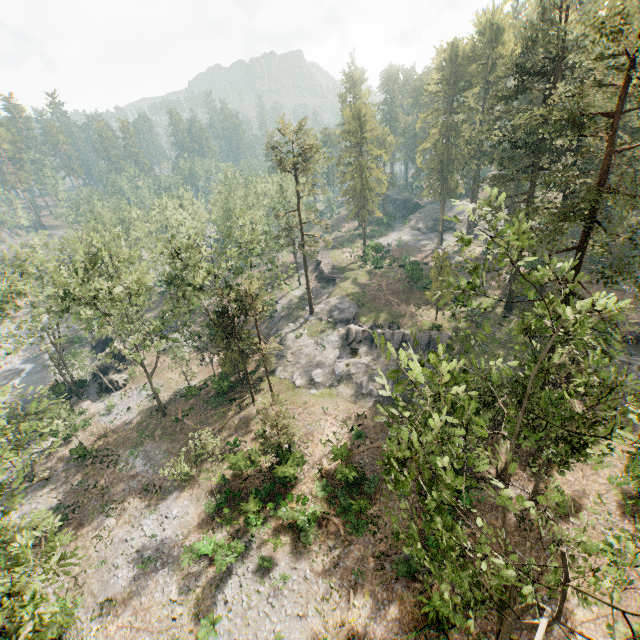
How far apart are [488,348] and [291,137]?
32.1m

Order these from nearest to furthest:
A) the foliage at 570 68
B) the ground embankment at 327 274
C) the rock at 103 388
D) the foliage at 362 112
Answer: the foliage at 570 68 < the rock at 103 388 < the foliage at 362 112 < the ground embankment at 327 274

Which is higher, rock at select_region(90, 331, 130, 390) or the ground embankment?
the ground embankment

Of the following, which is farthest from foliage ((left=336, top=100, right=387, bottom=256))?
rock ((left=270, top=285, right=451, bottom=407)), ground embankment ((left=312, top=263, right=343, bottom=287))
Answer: ground embankment ((left=312, top=263, right=343, bottom=287))

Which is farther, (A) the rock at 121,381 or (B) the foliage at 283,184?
(A) the rock at 121,381

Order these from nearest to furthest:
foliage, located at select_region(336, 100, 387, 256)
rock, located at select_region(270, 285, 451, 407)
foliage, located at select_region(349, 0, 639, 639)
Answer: foliage, located at select_region(349, 0, 639, 639) < rock, located at select_region(270, 285, 451, 407) < foliage, located at select_region(336, 100, 387, 256)

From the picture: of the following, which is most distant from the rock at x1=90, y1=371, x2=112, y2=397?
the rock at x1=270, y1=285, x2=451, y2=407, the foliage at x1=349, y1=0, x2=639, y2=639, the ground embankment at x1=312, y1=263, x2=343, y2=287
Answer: the ground embankment at x1=312, y1=263, x2=343, y2=287

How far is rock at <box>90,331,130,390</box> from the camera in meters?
41.9 m
